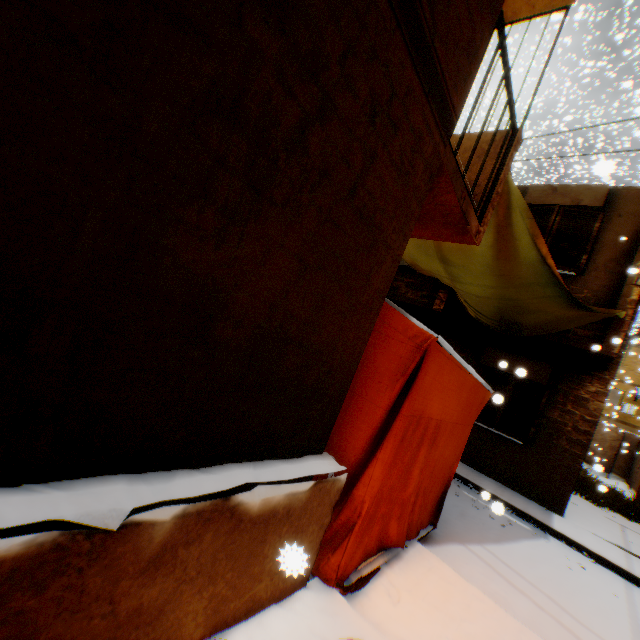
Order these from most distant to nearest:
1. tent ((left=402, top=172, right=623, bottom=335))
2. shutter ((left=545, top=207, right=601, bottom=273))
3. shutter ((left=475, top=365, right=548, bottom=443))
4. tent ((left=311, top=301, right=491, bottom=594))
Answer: shutter ((left=475, top=365, right=548, bottom=443))
shutter ((left=545, top=207, right=601, bottom=273))
tent ((left=402, top=172, right=623, bottom=335))
tent ((left=311, top=301, right=491, bottom=594))

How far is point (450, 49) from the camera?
2.1m

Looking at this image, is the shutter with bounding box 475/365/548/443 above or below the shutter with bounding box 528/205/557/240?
below

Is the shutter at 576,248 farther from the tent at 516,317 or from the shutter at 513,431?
the shutter at 513,431

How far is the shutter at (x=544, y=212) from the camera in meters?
7.7

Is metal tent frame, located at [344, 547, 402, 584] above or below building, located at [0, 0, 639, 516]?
below

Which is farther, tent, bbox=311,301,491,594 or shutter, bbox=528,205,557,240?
shutter, bbox=528,205,557,240
